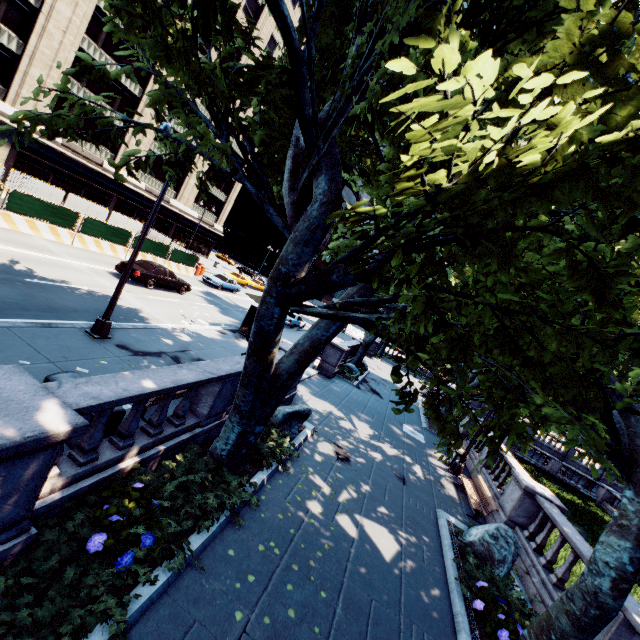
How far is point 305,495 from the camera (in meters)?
8.40

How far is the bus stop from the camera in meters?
19.0

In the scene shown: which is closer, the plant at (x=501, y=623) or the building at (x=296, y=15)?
the plant at (x=501, y=623)

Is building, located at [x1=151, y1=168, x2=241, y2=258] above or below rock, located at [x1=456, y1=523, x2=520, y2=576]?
above

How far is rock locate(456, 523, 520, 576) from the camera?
8.8m

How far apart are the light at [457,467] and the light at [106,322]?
14.6 meters

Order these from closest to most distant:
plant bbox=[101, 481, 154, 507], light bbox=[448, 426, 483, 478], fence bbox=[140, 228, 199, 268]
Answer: plant bbox=[101, 481, 154, 507] → light bbox=[448, 426, 483, 478] → fence bbox=[140, 228, 199, 268]

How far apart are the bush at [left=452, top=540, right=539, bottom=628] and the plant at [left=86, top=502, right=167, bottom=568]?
7.09m
